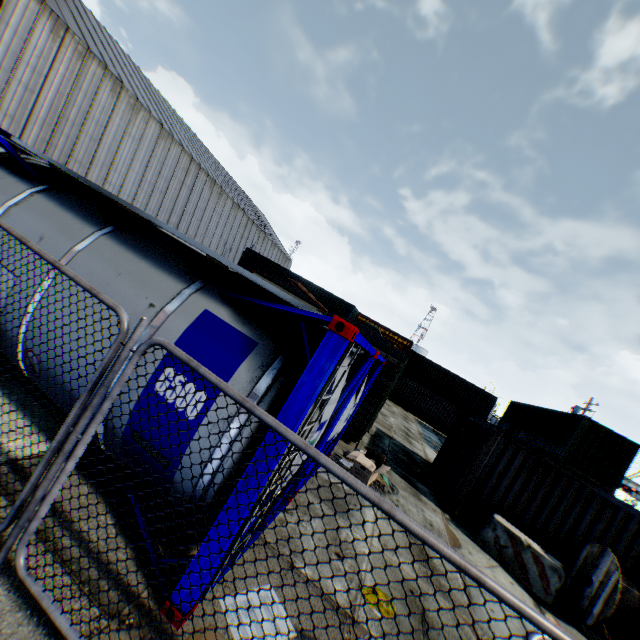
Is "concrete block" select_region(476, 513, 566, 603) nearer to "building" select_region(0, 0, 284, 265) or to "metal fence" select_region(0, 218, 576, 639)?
"metal fence" select_region(0, 218, 576, 639)

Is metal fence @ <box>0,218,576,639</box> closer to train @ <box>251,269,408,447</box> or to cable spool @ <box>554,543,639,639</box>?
cable spool @ <box>554,543,639,639</box>

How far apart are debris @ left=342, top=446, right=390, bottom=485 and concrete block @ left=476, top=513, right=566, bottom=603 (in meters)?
3.25

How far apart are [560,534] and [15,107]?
33.6m

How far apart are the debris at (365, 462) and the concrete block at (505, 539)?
3.25m

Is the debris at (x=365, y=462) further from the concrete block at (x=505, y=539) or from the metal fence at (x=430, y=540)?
the metal fence at (x=430, y=540)

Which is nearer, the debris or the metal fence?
the metal fence

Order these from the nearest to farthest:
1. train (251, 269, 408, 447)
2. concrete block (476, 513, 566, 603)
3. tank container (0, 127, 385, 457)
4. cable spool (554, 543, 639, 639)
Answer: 1. tank container (0, 127, 385, 457)
2. cable spool (554, 543, 639, 639)
3. concrete block (476, 513, 566, 603)
4. train (251, 269, 408, 447)
